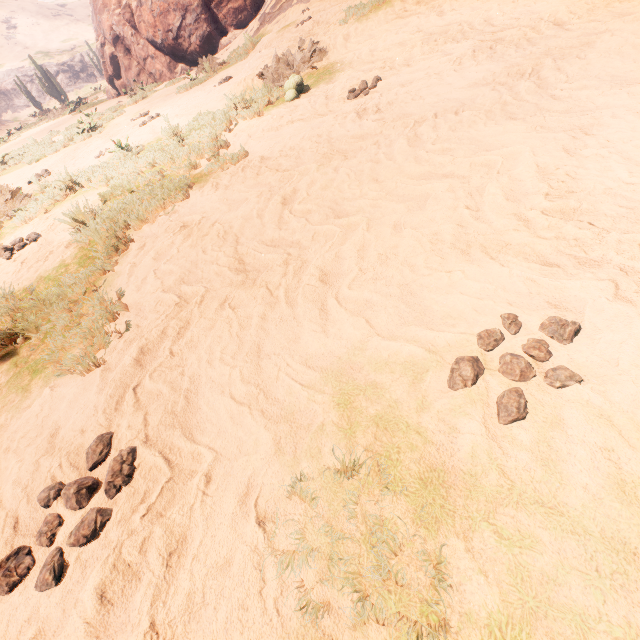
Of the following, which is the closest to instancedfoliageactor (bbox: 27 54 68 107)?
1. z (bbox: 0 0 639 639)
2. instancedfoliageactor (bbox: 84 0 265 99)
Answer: z (bbox: 0 0 639 639)

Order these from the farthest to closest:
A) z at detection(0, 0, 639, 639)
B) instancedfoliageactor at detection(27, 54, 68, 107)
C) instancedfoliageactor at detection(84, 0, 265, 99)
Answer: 1. instancedfoliageactor at detection(27, 54, 68, 107)
2. instancedfoliageactor at detection(84, 0, 265, 99)
3. z at detection(0, 0, 639, 639)

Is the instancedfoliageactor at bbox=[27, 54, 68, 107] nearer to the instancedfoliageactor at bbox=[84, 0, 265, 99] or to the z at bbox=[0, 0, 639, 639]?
the z at bbox=[0, 0, 639, 639]

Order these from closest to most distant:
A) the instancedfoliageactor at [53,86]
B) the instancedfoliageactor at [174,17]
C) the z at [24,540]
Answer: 1. the z at [24,540]
2. the instancedfoliageactor at [174,17]
3. the instancedfoliageactor at [53,86]

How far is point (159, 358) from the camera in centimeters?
217cm

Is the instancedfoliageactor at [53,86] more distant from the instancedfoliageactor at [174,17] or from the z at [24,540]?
the instancedfoliageactor at [174,17]

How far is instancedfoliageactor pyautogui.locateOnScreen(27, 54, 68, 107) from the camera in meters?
26.0 m
